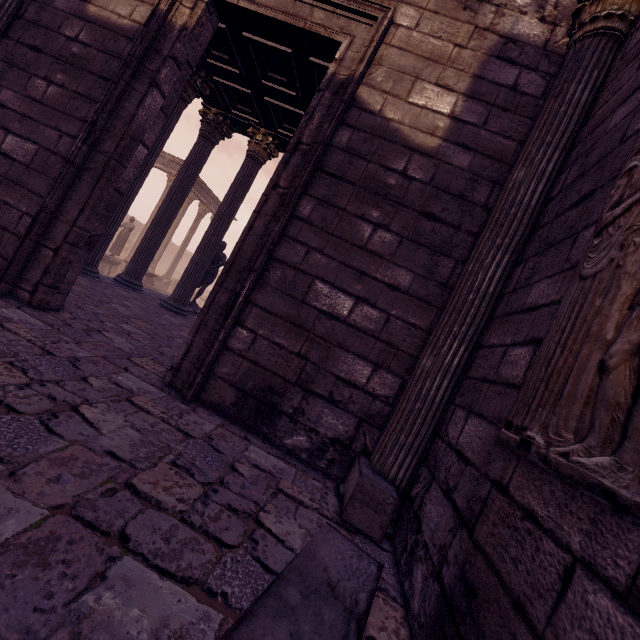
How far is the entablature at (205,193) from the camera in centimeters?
1953cm

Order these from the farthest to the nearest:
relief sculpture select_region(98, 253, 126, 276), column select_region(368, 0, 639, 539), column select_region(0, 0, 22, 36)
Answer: relief sculpture select_region(98, 253, 126, 276) → column select_region(0, 0, 22, 36) → column select_region(368, 0, 639, 539)

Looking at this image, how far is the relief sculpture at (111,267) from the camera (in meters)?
16.06

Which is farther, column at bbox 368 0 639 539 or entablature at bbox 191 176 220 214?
entablature at bbox 191 176 220 214

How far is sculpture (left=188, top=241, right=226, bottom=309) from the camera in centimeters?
1090cm

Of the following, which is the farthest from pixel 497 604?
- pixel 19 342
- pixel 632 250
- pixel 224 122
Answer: pixel 224 122

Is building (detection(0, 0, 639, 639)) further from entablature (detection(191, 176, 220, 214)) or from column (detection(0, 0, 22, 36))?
entablature (detection(191, 176, 220, 214))
